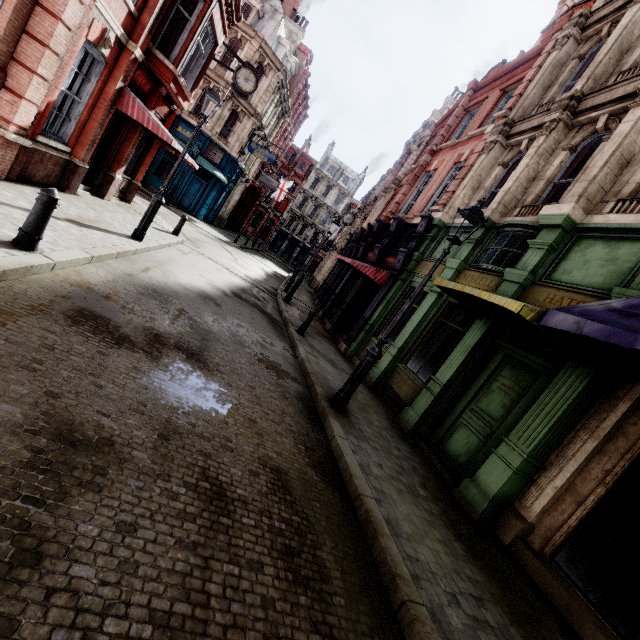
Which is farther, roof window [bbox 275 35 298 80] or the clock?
roof window [bbox 275 35 298 80]

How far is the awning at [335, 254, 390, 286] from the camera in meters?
12.6 m

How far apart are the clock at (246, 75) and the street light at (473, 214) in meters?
13.1

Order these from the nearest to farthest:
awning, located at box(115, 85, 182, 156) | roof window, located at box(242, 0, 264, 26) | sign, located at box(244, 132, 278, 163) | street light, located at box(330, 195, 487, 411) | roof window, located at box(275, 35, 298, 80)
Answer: street light, located at box(330, 195, 487, 411) → awning, located at box(115, 85, 182, 156) → roof window, located at box(242, 0, 264, 26) → sign, located at box(244, 132, 278, 163) → roof window, located at box(275, 35, 298, 80)

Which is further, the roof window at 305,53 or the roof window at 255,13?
the roof window at 305,53

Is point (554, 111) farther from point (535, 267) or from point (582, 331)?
point (582, 331)

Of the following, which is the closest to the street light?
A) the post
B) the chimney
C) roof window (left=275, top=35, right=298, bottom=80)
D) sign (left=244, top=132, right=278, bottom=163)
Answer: the post

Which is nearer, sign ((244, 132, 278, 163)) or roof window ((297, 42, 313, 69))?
sign ((244, 132, 278, 163))
